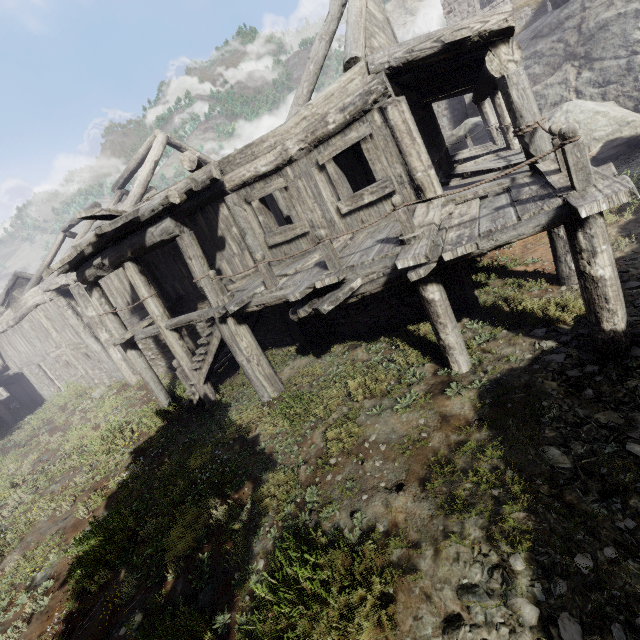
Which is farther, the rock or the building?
the rock

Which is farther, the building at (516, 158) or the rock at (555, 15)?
the rock at (555, 15)

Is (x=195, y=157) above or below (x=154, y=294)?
above
